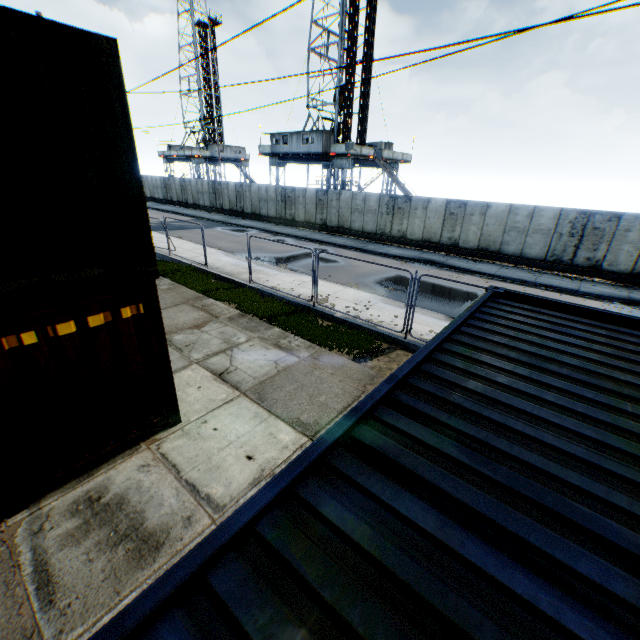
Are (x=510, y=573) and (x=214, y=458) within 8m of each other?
yes

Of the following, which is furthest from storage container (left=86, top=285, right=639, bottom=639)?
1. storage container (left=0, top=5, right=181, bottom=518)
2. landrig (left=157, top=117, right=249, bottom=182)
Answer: landrig (left=157, top=117, right=249, bottom=182)

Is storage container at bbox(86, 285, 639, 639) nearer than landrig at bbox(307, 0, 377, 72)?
Yes

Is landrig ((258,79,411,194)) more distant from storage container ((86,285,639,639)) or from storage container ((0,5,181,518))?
storage container ((86,285,639,639))

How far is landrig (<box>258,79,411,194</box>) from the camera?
29.91m

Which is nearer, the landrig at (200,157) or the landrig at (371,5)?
the landrig at (371,5)

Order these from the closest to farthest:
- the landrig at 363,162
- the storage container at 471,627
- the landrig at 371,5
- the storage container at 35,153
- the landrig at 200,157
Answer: the storage container at 471,627, the storage container at 35,153, the landrig at 371,5, the landrig at 363,162, the landrig at 200,157

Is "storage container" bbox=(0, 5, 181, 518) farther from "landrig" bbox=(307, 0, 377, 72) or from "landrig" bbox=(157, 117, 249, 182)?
"landrig" bbox=(157, 117, 249, 182)
